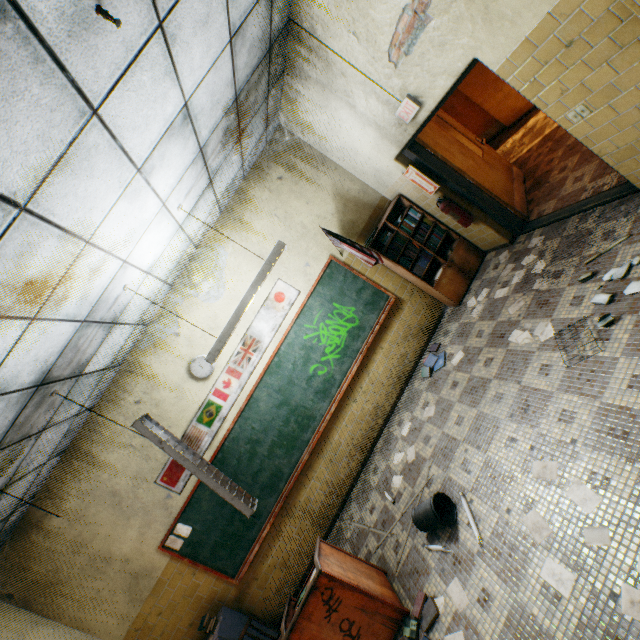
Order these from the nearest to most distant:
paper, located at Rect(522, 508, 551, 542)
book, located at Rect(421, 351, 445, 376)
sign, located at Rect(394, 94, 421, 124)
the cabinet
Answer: paper, located at Rect(522, 508, 551, 542)
sign, located at Rect(394, 94, 421, 124)
the cabinet
book, located at Rect(421, 351, 445, 376)

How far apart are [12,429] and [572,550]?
4.57m

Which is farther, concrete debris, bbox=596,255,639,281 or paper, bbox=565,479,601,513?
concrete debris, bbox=596,255,639,281

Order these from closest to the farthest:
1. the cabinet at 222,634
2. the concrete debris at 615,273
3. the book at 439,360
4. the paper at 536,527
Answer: the paper at 536,527
the concrete debris at 615,273
the cabinet at 222,634
the book at 439,360

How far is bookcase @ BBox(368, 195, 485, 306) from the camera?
5.1m

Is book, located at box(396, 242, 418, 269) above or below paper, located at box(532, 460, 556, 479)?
above

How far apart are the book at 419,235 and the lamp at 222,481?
3.8 meters

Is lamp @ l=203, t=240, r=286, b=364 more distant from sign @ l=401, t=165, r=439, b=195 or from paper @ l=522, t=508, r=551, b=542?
paper @ l=522, t=508, r=551, b=542
